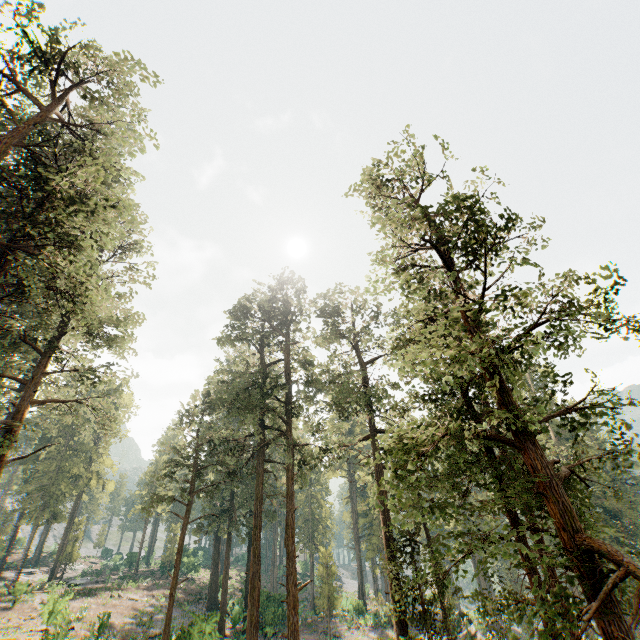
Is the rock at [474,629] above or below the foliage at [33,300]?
below

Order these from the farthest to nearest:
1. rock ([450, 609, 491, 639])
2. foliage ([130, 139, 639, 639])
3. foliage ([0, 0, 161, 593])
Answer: rock ([450, 609, 491, 639]), foliage ([0, 0, 161, 593]), foliage ([130, 139, 639, 639])

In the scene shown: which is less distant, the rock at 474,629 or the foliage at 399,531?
the foliage at 399,531

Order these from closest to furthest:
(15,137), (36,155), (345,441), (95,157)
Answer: (15,137)
(36,155)
(95,157)
(345,441)

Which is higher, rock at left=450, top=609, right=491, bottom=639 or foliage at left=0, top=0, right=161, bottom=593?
foliage at left=0, top=0, right=161, bottom=593

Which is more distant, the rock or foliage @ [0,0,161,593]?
the rock

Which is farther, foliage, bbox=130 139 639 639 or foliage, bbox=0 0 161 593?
foliage, bbox=0 0 161 593
